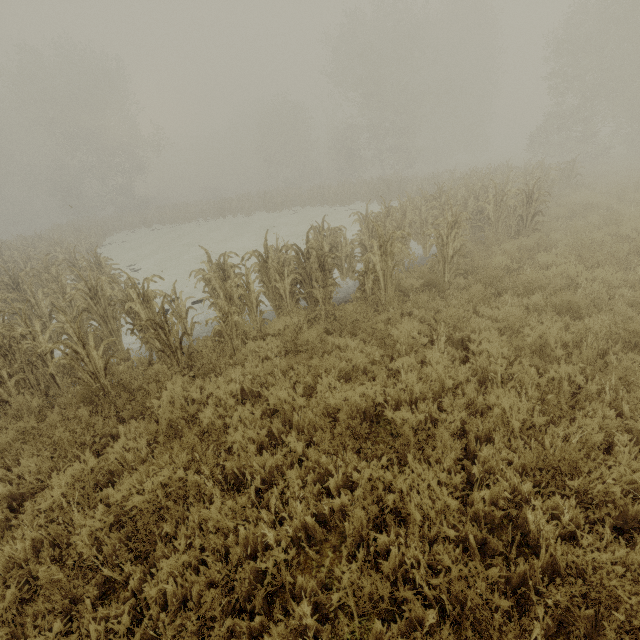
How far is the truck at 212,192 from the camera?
56.4 meters

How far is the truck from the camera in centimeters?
5637cm

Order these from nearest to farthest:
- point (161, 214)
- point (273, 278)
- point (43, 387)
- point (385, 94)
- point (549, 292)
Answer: point (43, 387)
point (549, 292)
point (273, 278)
point (385, 94)
point (161, 214)
